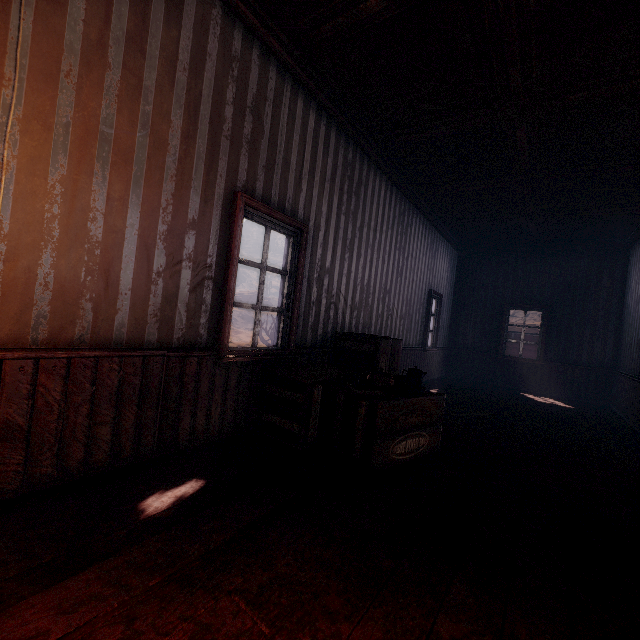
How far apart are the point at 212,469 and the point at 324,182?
3.4m

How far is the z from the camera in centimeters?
4458cm

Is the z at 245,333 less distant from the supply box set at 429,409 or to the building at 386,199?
the building at 386,199

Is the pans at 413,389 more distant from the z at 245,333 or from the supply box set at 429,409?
the z at 245,333

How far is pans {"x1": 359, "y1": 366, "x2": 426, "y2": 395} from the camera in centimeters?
304cm

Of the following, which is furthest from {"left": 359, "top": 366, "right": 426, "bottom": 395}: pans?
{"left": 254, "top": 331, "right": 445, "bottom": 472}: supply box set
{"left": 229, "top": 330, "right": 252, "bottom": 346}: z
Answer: {"left": 229, "top": 330, "right": 252, "bottom": 346}: z

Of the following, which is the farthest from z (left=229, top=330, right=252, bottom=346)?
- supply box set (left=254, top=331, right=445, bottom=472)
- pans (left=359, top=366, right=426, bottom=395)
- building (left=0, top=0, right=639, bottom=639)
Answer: pans (left=359, top=366, right=426, bottom=395)

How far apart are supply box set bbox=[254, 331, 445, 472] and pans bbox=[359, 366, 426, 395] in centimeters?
3cm
